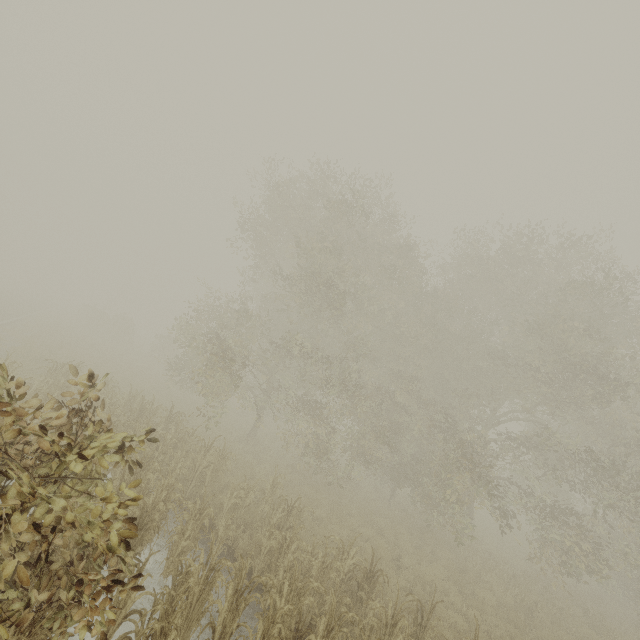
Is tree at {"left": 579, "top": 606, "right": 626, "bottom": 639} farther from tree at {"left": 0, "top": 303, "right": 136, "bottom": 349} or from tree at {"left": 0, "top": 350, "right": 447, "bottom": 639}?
tree at {"left": 0, "top": 350, "right": 447, "bottom": 639}

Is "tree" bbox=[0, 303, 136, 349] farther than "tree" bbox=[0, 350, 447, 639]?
Yes

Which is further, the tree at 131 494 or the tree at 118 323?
the tree at 118 323

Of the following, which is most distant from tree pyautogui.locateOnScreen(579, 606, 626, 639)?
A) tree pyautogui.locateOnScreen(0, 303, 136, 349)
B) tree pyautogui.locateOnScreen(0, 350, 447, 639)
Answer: tree pyautogui.locateOnScreen(0, 350, 447, 639)

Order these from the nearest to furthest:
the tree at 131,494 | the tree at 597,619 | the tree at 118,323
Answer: the tree at 131,494 → the tree at 597,619 → the tree at 118,323

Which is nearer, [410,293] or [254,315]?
[410,293]

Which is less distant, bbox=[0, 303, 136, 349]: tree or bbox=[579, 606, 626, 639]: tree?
bbox=[579, 606, 626, 639]: tree

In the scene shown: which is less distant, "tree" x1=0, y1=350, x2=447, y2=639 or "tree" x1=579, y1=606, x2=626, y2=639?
"tree" x1=0, y1=350, x2=447, y2=639
